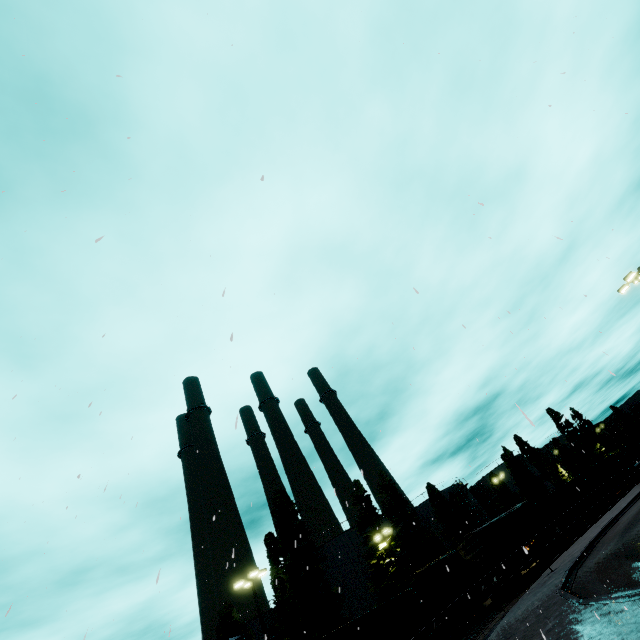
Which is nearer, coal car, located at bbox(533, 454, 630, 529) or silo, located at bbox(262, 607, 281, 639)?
coal car, located at bbox(533, 454, 630, 529)

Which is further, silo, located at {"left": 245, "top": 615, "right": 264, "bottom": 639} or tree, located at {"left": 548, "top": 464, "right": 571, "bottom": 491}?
tree, located at {"left": 548, "top": 464, "right": 571, "bottom": 491}

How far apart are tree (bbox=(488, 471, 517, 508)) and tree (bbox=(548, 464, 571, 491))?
12.92m

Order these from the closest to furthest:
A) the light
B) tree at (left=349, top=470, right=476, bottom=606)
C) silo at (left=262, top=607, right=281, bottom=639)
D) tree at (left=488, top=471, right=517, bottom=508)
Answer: the light → tree at (left=349, top=470, right=476, bottom=606) → silo at (left=262, top=607, right=281, bottom=639) → tree at (left=488, top=471, right=517, bottom=508)

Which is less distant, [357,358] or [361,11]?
[361,11]

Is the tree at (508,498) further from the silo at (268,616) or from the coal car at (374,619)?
the silo at (268,616)

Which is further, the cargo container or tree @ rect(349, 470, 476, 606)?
the cargo container

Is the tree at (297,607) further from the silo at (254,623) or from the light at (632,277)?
the light at (632,277)
